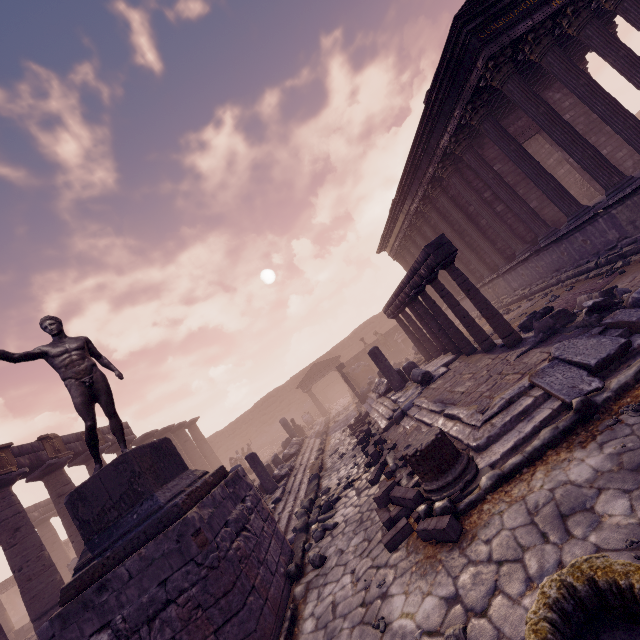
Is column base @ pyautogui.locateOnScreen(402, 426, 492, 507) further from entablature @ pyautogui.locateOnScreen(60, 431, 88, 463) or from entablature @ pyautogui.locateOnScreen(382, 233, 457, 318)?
entablature @ pyautogui.locateOnScreen(60, 431, 88, 463)

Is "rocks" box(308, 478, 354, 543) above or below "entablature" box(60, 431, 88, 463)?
below

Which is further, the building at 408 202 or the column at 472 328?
the building at 408 202

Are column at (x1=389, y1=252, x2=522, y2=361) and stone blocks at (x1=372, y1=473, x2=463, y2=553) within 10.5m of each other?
yes

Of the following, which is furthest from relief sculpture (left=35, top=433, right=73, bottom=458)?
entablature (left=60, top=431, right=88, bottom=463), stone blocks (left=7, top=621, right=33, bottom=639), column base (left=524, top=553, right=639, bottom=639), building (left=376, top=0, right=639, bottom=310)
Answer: building (left=376, top=0, right=639, bottom=310)

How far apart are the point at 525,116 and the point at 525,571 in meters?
16.7 m

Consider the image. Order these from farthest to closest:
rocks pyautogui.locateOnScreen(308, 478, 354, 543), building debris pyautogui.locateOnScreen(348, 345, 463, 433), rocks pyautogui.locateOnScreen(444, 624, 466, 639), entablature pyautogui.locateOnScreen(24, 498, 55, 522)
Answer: entablature pyautogui.locateOnScreen(24, 498, 55, 522)
building debris pyautogui.locateOnScreen(348, 345, 463, 433)
rocks pyautogui.locateOnScreen(308, 478, 354, 543)
rocks pyautogui.locateOnScreen(444, 624, 466, 639)

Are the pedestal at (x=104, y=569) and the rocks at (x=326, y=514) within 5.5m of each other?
yes
